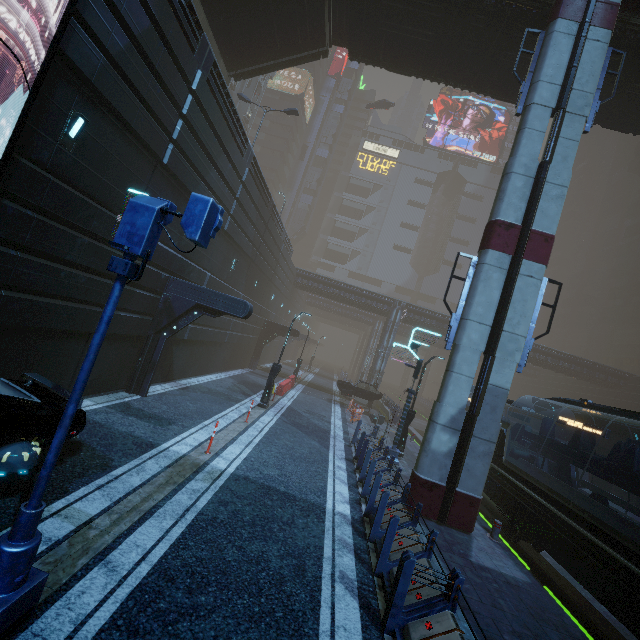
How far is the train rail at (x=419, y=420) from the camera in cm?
2680

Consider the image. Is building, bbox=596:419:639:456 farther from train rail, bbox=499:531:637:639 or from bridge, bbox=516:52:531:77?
bridge, bbox=516:52:531:77

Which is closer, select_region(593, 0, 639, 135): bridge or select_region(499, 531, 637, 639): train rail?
select_region(499, 531, 637, 639): train rail

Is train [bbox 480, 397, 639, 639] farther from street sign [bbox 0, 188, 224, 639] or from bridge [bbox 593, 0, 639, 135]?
bridge [bbox 593, 0, 639, 135]

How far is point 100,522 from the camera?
5.6m

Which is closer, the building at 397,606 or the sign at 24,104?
the building at 397,606

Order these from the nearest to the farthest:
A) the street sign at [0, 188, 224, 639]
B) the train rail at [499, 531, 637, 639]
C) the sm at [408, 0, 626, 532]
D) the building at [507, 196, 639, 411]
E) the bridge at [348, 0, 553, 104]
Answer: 1. the street sign at [0, 188, 224, 639]
2. the train rail at [499, 531, 637, 639]
3. the sm at [408, 0, 626, 532]
4. the bridge at [348, 0, 553, 104]
5. the building at [507, 196, 639, 411]
